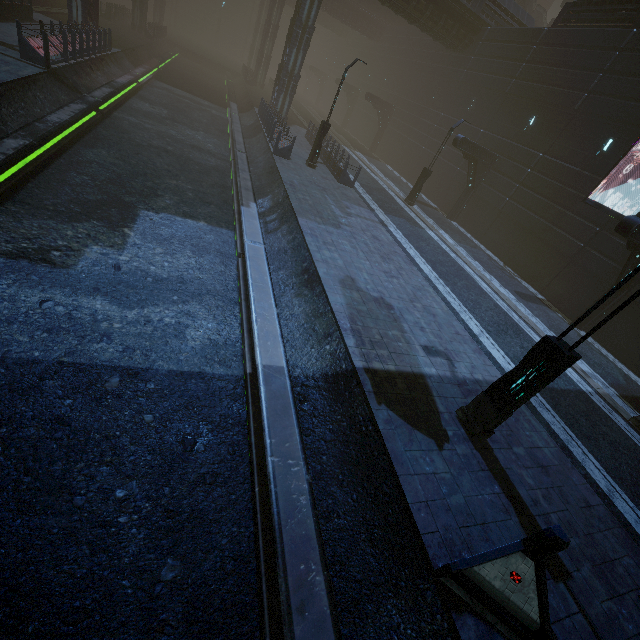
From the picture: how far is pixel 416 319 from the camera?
9.66m

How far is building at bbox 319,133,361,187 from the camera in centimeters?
1888cm

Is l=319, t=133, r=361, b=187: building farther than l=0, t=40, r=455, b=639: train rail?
Yes

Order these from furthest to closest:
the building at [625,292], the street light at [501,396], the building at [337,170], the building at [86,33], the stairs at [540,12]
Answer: the stairs at [540,12]
the building at [337,170]
the building at [625,292]
the building at [86,33]
the street light at [501,396]

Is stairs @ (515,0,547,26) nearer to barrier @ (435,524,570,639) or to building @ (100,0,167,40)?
building @ (100,0,167,40)

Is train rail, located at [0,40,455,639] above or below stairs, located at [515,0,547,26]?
below

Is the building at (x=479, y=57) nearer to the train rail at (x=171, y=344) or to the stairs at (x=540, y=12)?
the train rail at (x=171, y=344)

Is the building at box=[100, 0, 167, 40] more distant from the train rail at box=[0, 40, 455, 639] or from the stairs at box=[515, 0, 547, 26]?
the stairs at box=[515, 0, 547, 26]
